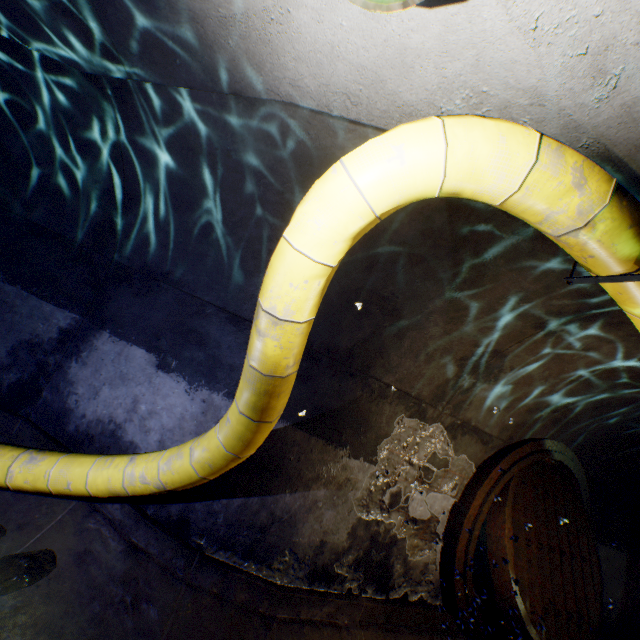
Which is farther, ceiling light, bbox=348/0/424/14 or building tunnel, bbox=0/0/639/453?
building tunnel, bbox=0/0/639/453

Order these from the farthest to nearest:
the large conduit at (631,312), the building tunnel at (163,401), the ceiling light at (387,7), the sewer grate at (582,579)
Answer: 1. the sewer grate at (582,579)
2. the large conduit at (631,312)
3. the building tunnel at (163,401)
4. the ceiling light at (387,7)

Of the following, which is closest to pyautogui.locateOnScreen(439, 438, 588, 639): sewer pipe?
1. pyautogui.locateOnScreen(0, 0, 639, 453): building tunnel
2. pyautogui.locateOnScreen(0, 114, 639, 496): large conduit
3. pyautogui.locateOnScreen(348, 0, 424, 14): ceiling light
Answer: pyautogui.locateOnScreen(0, 0, 639, 453): building tunnel

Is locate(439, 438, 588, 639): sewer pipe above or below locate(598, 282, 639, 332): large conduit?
below

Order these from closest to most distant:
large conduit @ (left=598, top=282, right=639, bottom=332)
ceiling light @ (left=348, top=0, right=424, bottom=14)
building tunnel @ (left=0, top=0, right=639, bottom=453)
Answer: ceiling light @ (left=348, top=0, right=424, bottom=14) → building tunnel @ (left=0, top=0, right=639, bottom=453) → large conduit @ (left=598, top=282, right=639, bottom=332)

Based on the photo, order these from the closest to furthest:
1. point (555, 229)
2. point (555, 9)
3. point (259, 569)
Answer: point (555, 9)
point (555, 229)
point (259, 569)

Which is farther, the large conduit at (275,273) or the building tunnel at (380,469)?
the building tunnel at (380,469)

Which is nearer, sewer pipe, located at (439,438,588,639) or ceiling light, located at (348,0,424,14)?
ceiling light, located at (348,0,424,14)
